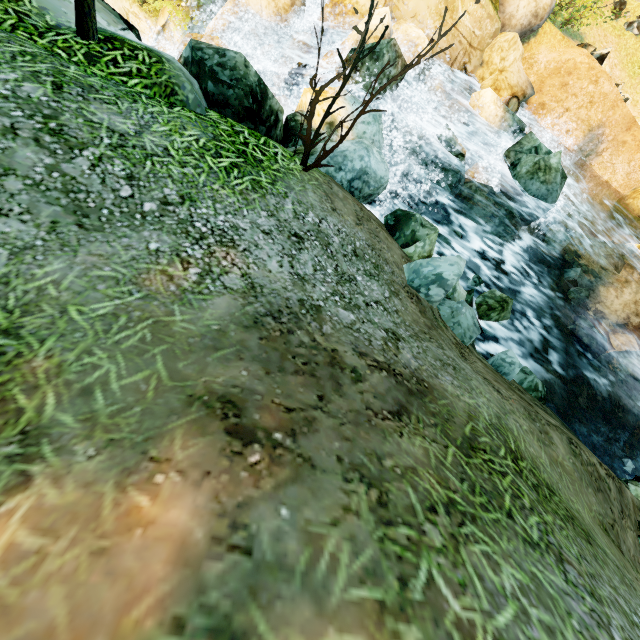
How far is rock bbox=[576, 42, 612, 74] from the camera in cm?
1194

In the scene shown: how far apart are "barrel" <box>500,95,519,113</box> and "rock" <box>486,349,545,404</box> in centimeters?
1082cm

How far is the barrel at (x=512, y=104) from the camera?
11.8 meters

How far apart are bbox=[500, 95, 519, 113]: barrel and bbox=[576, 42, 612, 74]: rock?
3.39m

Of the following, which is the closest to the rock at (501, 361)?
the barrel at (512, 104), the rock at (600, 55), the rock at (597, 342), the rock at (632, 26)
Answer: the rock at (597, 342)

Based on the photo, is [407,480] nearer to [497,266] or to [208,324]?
[208,324]

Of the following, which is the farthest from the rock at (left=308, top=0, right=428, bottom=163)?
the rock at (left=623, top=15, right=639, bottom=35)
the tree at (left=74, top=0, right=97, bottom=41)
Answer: the rock at (left=623, top=15, right=639, bottom=35)

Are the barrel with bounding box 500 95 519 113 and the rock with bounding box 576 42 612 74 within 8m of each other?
yes
